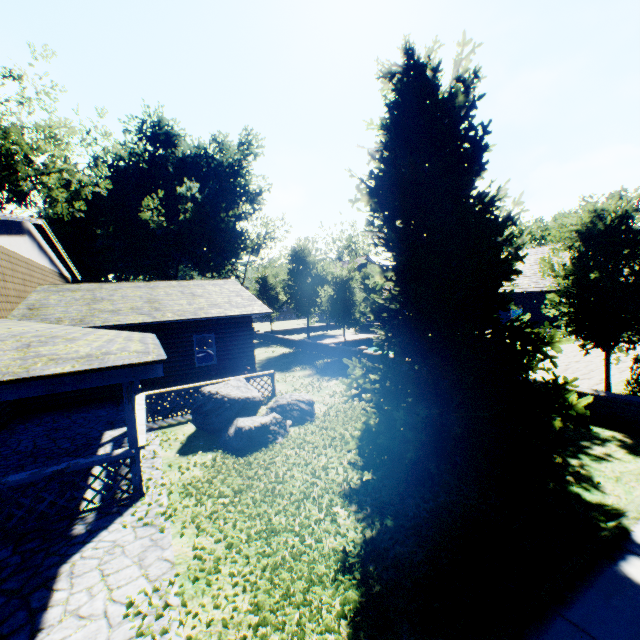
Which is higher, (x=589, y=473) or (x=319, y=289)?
(x=319, y=289)

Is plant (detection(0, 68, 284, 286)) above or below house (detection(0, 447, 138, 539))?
above

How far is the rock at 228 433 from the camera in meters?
8.7

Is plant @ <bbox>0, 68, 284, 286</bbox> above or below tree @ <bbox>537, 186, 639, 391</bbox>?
above

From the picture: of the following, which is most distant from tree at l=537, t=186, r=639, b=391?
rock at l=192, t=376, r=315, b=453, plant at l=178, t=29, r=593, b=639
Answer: rock at l=192, t=376, r=315, b=453

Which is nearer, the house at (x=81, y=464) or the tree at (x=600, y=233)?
the house at (x=81, y=464)

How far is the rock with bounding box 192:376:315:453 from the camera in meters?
8.7 m

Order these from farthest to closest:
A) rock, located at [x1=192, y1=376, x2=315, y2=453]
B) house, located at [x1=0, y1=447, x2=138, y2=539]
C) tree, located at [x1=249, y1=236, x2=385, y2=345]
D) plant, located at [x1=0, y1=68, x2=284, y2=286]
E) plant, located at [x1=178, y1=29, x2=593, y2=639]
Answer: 1. plant, located at [x1=0, y1=68, x2=284, y2=286]
2. tree, located at [x1=249, y1=236, x2=385, y2=345]
3. rock, located at [x1=192, y1=376, x2=315, y2=453]
4. house, located at [x1=0, y1=447, x2=138, y2=539]
5. plant, located at [x1=178, y1=29, x2=593, y2=639]
